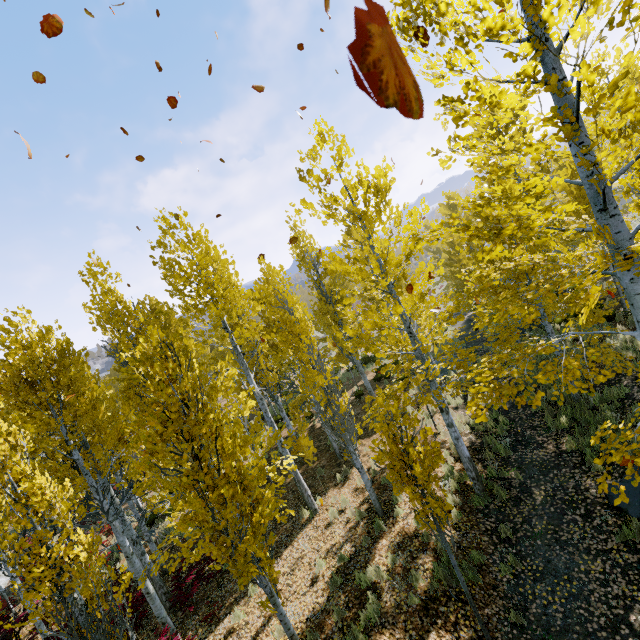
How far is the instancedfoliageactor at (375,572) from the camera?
6.94m

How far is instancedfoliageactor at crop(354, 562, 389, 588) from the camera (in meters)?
6.94

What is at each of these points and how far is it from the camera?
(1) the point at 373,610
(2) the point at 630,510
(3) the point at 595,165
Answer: (1) instancedfoliageactor, 6.3m
(2) rock, 6.3m
(3) instancedfoliageactor, 3.4m

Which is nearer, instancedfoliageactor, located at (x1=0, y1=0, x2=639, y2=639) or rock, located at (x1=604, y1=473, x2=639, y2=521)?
instancedfoliageactor, located at (x1=0, y1=0, x2=639, y2=639)

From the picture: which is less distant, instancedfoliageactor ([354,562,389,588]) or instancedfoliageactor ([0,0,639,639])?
instancedfoliageactor ([0,0,639,639])

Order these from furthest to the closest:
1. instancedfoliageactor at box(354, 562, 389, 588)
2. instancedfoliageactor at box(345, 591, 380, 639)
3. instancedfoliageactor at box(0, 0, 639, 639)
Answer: instancedfoliageactor at box(354, 562, 389, 588), instancedfoliageactor at box(345, 591, 380, 639), instancedfoliageactor at box(0, 0, 639, 639)

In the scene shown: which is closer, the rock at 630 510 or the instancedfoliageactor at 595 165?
the instancedfoliageactor at 595 165
